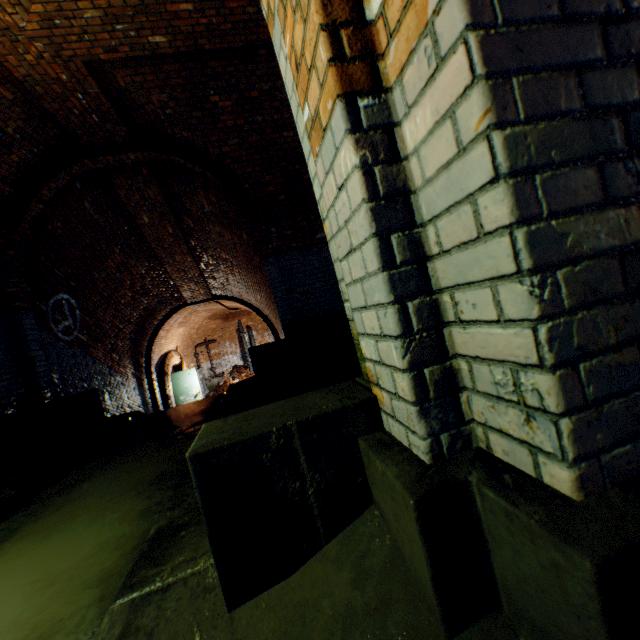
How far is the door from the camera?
13.4 meters

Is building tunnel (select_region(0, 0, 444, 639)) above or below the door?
above

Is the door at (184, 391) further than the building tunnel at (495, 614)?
Yes

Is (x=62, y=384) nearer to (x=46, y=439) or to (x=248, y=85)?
(x=46, y=439)

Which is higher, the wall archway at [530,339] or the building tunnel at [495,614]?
the wall archway at [530,339]

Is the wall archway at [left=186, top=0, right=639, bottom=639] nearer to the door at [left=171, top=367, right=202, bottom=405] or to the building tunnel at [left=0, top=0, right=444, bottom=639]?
the building tunnel at [left=0, top=0, right=444, bottom=639]

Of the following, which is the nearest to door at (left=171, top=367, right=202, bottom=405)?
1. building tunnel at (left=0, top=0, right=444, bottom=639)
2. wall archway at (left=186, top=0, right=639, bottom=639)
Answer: building tunnel at (left=0, top=0, right=444, bottom=639)
